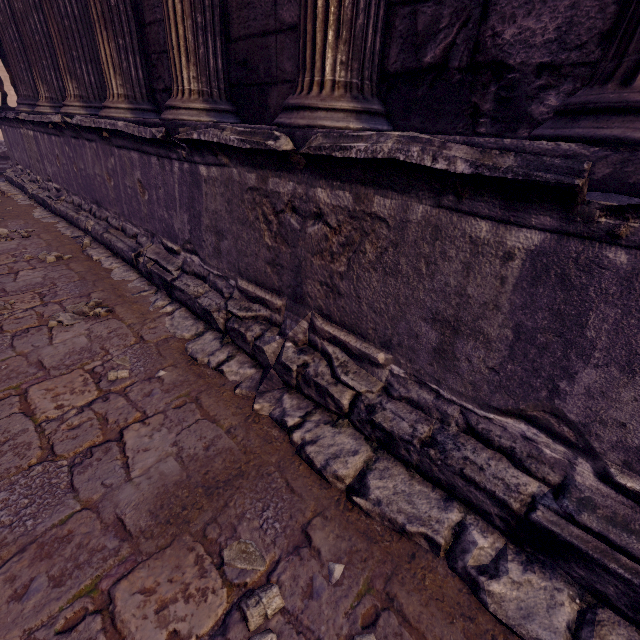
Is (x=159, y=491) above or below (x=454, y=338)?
below

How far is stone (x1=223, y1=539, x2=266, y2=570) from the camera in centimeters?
132cm

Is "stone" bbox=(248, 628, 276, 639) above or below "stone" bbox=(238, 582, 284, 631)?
above

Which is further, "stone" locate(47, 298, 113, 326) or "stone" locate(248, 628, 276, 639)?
"stone" locate(47, 298, 113, 326)

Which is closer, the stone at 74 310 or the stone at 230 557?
the stone at 230 557

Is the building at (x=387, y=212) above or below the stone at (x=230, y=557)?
above

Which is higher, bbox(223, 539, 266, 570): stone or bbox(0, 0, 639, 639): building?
bbox(0, 0, 639, 639): building
